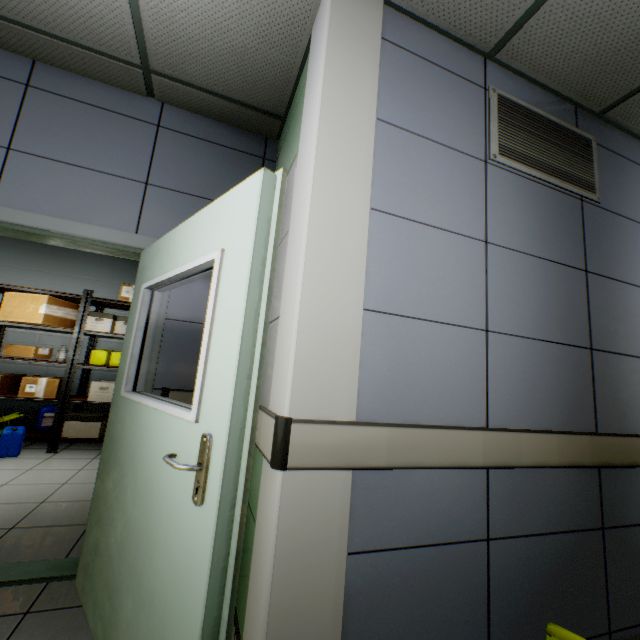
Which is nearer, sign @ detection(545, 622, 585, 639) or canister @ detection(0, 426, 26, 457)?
sign @ detection(545, 622, 585, 639)

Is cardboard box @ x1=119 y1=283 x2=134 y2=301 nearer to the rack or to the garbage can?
the rack

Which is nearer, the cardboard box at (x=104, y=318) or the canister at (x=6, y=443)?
the canister at (x=6, y=443)

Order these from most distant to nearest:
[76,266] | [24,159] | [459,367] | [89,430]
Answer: [76,266] → [89,430] → [24,159] → [459,367]

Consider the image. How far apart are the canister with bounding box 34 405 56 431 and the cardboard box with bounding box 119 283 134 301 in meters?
1.7 m

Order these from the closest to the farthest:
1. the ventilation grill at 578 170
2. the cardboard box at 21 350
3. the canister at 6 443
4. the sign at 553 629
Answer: the sign at 553 629 < the ventilation grill at 578 170 < the canister at 6 443 < the cardboard box at 21 350

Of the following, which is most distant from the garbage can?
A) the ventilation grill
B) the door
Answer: the ventilation grill

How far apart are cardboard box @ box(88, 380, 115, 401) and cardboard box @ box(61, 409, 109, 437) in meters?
0.2 m
